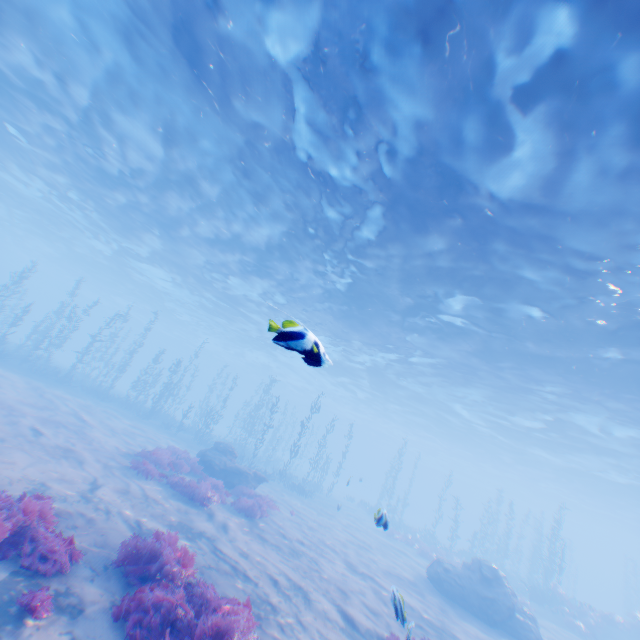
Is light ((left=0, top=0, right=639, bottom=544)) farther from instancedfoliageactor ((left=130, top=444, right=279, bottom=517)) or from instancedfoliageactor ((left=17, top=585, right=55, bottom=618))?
instancedfoliageactor ((left=130, top=444, right=279, bottom=517))

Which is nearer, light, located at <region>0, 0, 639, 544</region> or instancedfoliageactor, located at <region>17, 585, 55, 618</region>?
instancedfoliageactor, located at <region>17, 585, 55, 618</region>

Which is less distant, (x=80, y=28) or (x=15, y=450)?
(x=15, y=450)

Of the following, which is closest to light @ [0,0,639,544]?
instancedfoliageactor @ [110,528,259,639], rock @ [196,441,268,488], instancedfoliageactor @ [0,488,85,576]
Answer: instancedfoliageactor @ [110,528,259,639]

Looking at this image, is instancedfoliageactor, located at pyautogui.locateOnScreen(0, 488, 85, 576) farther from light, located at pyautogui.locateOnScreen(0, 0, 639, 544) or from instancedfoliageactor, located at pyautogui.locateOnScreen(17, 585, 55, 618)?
light, located at pyautogui.locateOnScreen(0, 0, 639, 544)

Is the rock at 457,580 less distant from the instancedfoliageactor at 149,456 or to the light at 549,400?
the light at 549,400

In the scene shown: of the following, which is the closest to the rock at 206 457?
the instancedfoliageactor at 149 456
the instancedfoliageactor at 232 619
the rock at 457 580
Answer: the instancedfoliageactor at 149 456

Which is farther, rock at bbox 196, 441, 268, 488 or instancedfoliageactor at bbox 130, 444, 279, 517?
rock at bbox 196, 441, 268, 488
